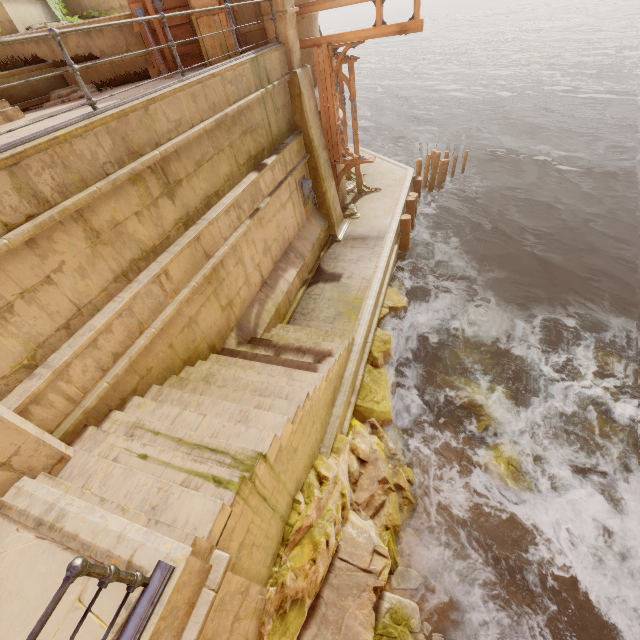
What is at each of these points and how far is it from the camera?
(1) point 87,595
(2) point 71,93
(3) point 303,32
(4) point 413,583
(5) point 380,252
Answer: (1) building, 2.70m
(2) rubble, 7.45m
(3) building, 9.68m
(4) rubble, 6.13m
(5) building, 11.34m

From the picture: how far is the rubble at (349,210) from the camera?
13.4 meters

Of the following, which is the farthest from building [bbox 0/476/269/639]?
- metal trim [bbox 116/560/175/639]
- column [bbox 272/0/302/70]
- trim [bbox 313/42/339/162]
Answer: trim [bbox 313/42/339/162]

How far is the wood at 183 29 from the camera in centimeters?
801cm

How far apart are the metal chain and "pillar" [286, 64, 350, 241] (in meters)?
0.37

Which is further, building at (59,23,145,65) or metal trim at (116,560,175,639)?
building at (59,23,145,65)

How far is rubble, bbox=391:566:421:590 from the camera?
6.1m

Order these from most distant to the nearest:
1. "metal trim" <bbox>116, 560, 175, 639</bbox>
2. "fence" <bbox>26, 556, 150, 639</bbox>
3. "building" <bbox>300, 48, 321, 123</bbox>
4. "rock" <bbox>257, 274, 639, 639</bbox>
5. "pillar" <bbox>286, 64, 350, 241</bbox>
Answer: "building" <bbox>300, 48, 321, 123</bbox>
"pillar" <bbox>286, 64, 350, 241</bbox>
"rock" <bbox>257, 274, 639, 639</bbox>
"metal trim" <bbox>116, 560, 175, 639</bbox>
"fence" <bbox>26, 556, 150, 639</bbox>
